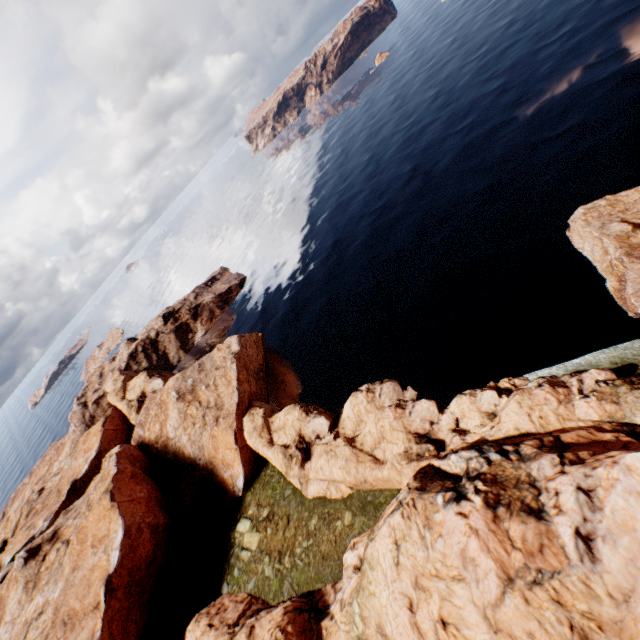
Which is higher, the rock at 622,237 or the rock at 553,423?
the rock at 553,423

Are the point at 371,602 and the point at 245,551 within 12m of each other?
no

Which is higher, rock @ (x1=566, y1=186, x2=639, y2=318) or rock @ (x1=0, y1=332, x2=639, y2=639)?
rock @ (x1=0, y1=332, x2=639, y2=639)

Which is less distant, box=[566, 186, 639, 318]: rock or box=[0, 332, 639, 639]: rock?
box=[0, 332, 639, 639]: rock

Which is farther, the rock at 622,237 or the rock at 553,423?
the rock at 622,237
